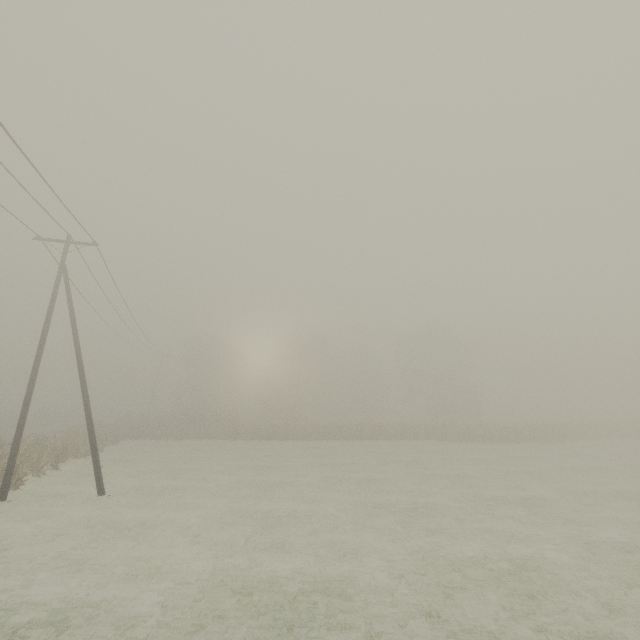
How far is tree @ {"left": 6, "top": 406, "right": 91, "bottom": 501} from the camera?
16.17m

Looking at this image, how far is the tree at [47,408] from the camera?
16.2m

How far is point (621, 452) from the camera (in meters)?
28.56
